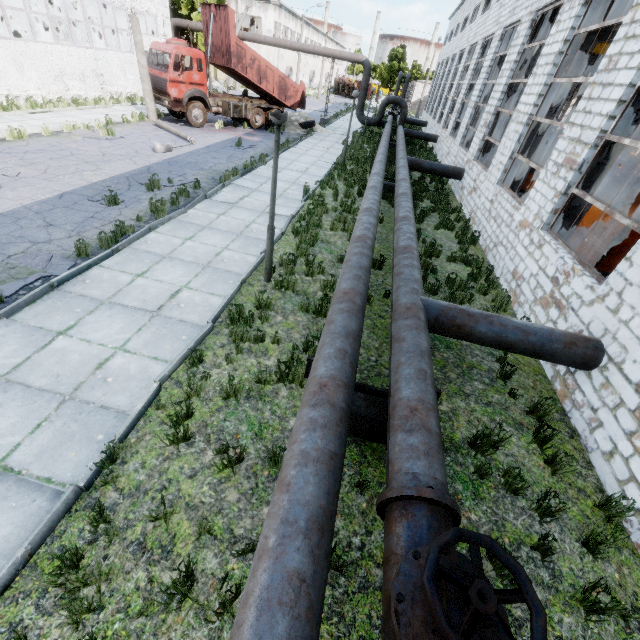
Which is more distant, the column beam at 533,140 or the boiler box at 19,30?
the boiler box at 19,30

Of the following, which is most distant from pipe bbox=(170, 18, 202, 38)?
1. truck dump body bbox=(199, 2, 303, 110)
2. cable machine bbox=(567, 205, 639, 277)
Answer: truck dump body bbox=(199, 2, 303, 110)

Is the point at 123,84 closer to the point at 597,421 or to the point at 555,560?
the point at 597,421

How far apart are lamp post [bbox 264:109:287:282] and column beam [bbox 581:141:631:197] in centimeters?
688cm

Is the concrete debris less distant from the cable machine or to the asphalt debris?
the cable machine

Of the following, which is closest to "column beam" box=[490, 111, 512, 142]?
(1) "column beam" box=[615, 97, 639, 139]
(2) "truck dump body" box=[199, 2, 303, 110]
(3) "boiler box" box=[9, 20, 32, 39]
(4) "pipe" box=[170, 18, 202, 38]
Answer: (4) "pipe" box=[170, 18, 202, 38]

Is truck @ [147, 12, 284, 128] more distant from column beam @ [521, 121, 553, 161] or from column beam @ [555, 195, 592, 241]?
column beam @ [555, 195, 592, 241]

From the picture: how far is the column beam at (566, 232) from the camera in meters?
7.9
